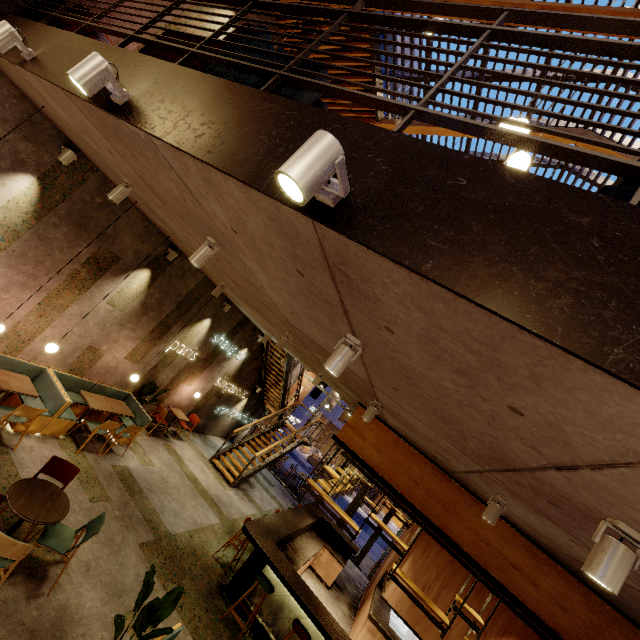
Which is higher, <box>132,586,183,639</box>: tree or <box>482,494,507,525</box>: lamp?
<box>482,494,507,525</box>: lamp

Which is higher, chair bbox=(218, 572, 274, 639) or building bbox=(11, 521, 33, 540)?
chair bbox=(218, 572, 274, 639)

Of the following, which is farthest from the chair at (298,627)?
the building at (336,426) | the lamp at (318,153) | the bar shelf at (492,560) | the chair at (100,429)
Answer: the building at (336,426)

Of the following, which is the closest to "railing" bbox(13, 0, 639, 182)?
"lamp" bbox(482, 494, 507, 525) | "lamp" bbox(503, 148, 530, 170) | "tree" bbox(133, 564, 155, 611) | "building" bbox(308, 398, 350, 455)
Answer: "lamp" bbox(503, 148, 530, 170)

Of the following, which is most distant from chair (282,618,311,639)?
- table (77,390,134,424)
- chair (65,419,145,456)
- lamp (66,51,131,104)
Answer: lamp (66,51,131,104)

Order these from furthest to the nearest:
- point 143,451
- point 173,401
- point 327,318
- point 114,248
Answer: point 173,401 < point 143,451 < point 114,248 < point 327,318

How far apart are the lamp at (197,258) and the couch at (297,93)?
1.0 meters

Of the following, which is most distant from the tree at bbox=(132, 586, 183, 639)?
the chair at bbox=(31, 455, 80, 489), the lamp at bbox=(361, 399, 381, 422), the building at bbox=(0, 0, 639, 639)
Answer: the lamp at bbox=(361, 399, 381, 422)
